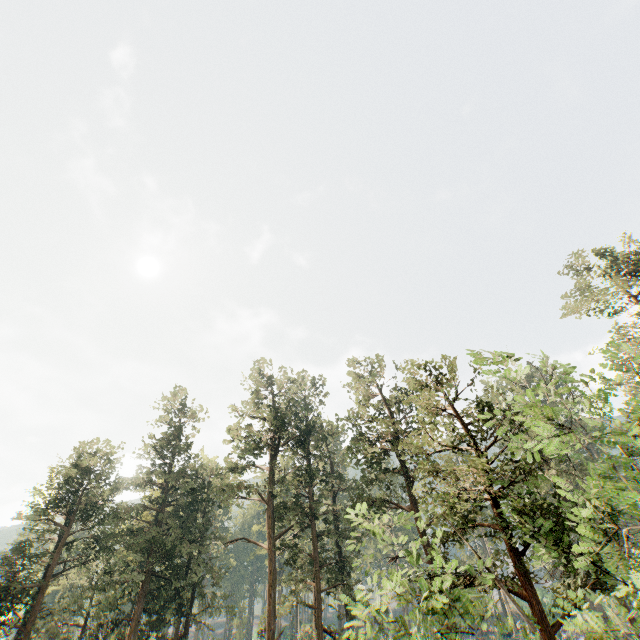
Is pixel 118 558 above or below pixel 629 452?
above

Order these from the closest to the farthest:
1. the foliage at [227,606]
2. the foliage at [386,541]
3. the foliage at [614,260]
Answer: the foliage at [386,541] → the foliage at [614,260] → the foliage at [227,606]

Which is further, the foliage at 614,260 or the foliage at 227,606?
the foliage at 227,606

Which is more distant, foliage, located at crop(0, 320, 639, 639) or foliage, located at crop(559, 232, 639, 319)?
foliage, located at crop(559, 232, 639, 319)

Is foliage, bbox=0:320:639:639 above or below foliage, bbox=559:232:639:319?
below
